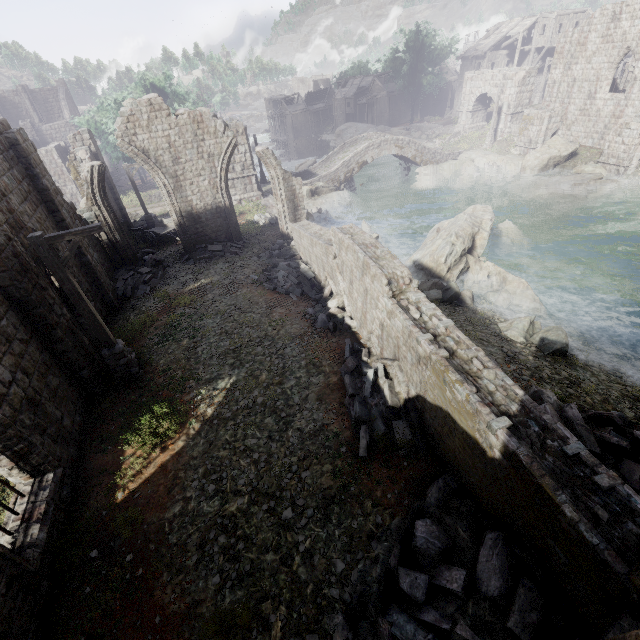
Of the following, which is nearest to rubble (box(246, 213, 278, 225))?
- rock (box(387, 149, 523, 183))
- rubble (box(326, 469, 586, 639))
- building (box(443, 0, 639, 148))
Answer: building (box(443, 0, 639, 148))

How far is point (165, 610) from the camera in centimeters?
524cm

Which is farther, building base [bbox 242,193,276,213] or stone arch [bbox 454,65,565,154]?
stone arch [bbox 454,65,565,154]

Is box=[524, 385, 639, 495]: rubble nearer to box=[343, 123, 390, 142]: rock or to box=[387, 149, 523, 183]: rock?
box=[387, 149, 523, 183]: rock

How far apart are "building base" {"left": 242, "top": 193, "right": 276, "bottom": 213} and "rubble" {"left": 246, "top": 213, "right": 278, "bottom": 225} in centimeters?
1cm

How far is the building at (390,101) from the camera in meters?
58.3

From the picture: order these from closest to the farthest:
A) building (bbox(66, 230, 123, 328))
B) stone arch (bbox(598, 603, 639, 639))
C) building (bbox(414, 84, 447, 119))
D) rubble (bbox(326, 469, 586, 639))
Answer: stone arch (bbox(598, 603, 639, 639)) → rubble (bbox(326, 469, 586, 639)) → building (bbox(66, 230, 123, 328)) → building (bbox(414, 84, 447, 119))

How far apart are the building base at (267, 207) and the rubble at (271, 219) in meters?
0.0 m
